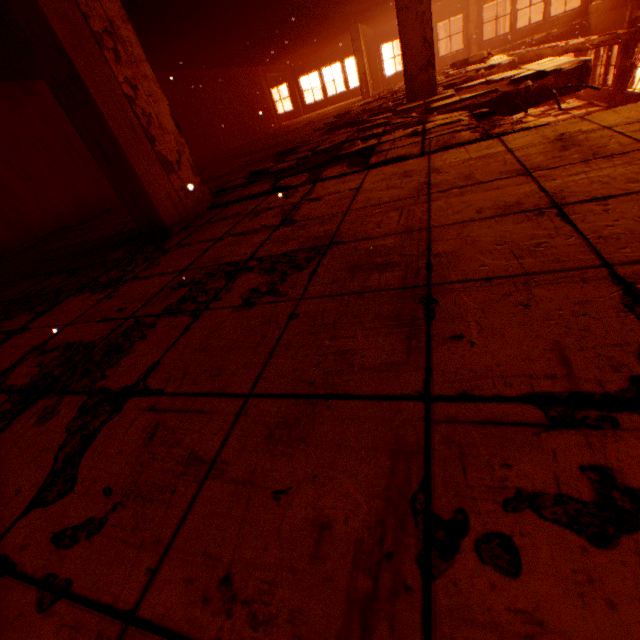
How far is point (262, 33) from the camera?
9.45m

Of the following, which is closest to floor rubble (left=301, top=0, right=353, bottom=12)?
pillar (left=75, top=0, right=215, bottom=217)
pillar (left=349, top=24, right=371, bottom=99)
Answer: pillar (left=75, top=0, right=215, bottom=217)

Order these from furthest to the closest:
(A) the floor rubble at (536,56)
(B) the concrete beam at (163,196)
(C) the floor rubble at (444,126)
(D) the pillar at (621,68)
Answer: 1. (D) the pillar at (621,68)
2. (A) the floor rubble at (536,56)
3. (C) the floor rubble at (444,126)
4. (B) the concrete beam at (163,196)

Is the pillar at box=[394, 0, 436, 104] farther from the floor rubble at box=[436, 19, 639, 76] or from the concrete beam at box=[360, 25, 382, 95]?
the concrete beam at box=[360, 25, 382, 95]

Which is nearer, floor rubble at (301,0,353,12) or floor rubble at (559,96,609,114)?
floor rubble at (301,0,353,12)

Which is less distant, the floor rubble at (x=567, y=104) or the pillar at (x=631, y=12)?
the pillar at (x=631, y=12)

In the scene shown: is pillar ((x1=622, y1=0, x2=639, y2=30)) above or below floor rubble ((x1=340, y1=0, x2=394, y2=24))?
below

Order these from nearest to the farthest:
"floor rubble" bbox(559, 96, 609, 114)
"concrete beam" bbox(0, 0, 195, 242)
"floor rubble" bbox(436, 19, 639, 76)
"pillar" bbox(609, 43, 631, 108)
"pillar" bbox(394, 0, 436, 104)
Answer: "concrete beam" bbox(0, 0, 195, 242) → "pillar" bbox(394, 0, 436, 104) → "floor rubble" bbox(436, 19, 639, 76) → "pillar" bbox(609, 43, 631, 108) → "floor rubble" bbox(559, 96, 609, 114)
